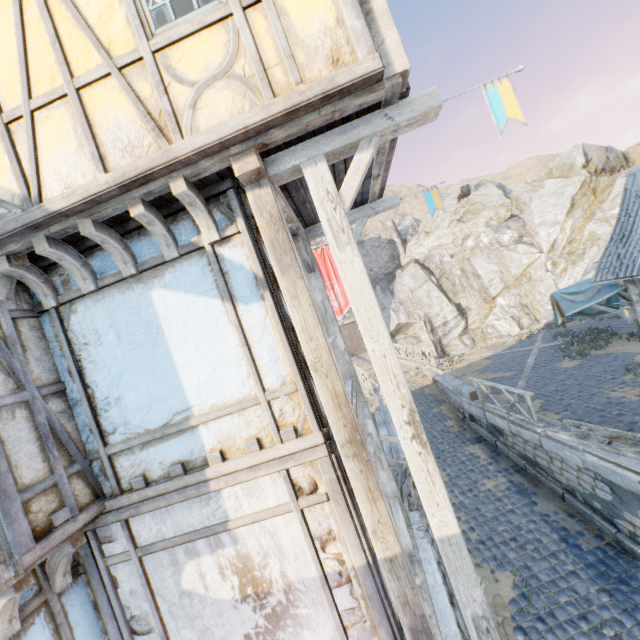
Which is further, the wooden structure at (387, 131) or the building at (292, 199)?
the building at (292, 199)

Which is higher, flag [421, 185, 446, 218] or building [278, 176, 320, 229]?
building [278, 176, 320, 229]

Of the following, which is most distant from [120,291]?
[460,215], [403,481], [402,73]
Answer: [460,215]

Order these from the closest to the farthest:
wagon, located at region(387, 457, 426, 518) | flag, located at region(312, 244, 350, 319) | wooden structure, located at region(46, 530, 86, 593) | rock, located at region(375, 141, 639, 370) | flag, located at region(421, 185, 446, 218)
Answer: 1. wooden structure, located at region(46, 530, 86, 593)
2. flag, located at region(421, 185, 446, 218)
3. wagon, located at region(387, 457, 426, 518)
4. rock, located at region(375, 141, 639, 370)
5. flag, located at region(312, 244, 350, 319)

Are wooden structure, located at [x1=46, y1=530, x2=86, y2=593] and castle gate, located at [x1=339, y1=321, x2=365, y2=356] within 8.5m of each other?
no

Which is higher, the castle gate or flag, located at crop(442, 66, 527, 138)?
flag, located at crop(442, 66, 527, 138)

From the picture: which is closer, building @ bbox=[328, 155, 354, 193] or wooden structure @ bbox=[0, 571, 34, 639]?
wooden structure @ bbox=[0, 571, 34, 639]

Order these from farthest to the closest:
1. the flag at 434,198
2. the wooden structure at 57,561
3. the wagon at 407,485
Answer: the wagon at 407,485 → the flag at 434,198 → the wooden structure at 57,561
